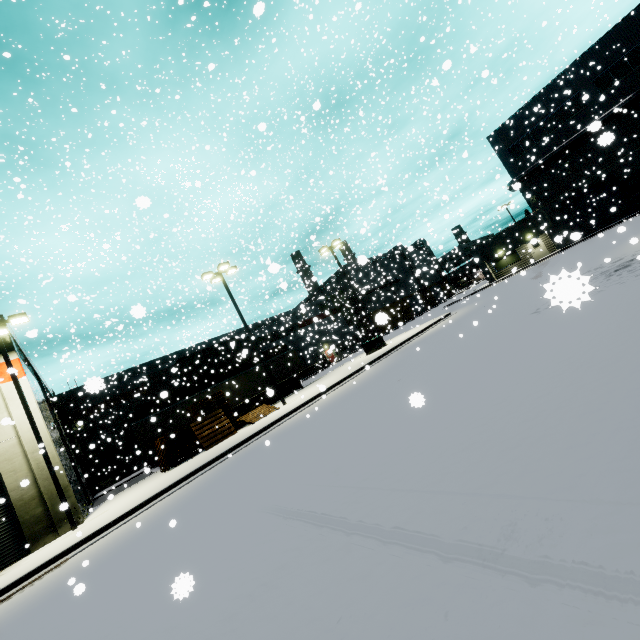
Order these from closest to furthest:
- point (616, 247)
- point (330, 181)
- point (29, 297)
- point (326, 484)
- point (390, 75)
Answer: point (326, 484) < point (616, 247) < point (390, 75) < point (29, 297) < point (330, 181)

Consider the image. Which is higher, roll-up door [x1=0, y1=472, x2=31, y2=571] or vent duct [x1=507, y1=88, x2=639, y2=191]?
vent duct [x1=507, y1=88, x2=639, y2=191]

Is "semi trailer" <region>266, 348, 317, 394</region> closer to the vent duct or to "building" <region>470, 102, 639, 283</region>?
"building" <region>470, 102, 639, 283</region>

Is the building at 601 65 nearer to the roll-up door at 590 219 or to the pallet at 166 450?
the roll-up door at 590 219

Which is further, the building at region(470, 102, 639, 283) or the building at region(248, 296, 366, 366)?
the building at region(248, 296, 366, 366)

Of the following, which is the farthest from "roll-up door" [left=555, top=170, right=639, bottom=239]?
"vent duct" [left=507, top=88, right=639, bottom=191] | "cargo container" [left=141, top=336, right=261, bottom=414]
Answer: "vent duct" [left=507, top=88, right=639, bottom=191]

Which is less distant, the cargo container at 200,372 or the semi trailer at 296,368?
the semi trailer at 296,368

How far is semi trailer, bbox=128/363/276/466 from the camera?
22.9 meters
